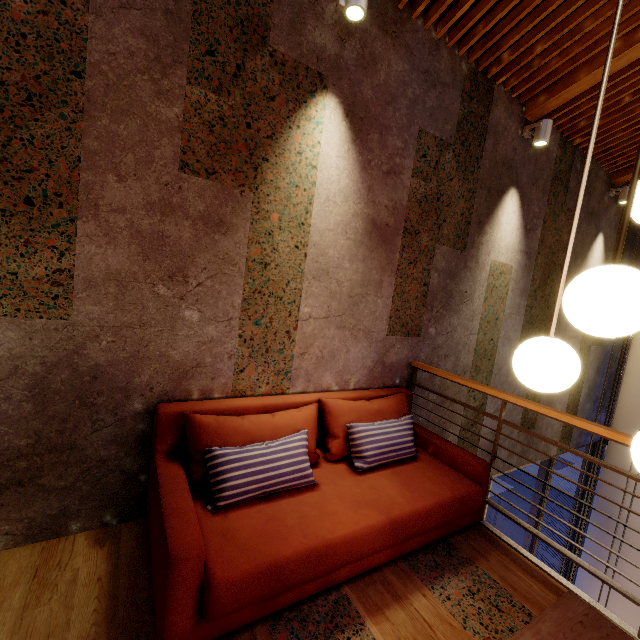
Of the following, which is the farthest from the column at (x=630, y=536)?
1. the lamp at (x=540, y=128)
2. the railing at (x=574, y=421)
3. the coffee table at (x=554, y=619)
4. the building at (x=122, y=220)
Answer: the coffee table at (x=554, y=619)

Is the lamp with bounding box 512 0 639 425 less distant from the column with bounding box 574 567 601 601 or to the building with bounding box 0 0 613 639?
the building with bounding box 0 0 613 639

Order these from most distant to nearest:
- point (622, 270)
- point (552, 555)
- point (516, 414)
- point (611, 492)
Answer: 1. point (552, 555)
2. point (611, 492)
3. point (516, 414)
4. point (622, 270)

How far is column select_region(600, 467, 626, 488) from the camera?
5.27m

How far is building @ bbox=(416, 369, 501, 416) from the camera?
3.61m

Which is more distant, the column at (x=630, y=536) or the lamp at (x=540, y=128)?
the column at (x=630, y=536)

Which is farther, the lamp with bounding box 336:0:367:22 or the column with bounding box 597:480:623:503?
the column with bounding box 597:480:623:503
